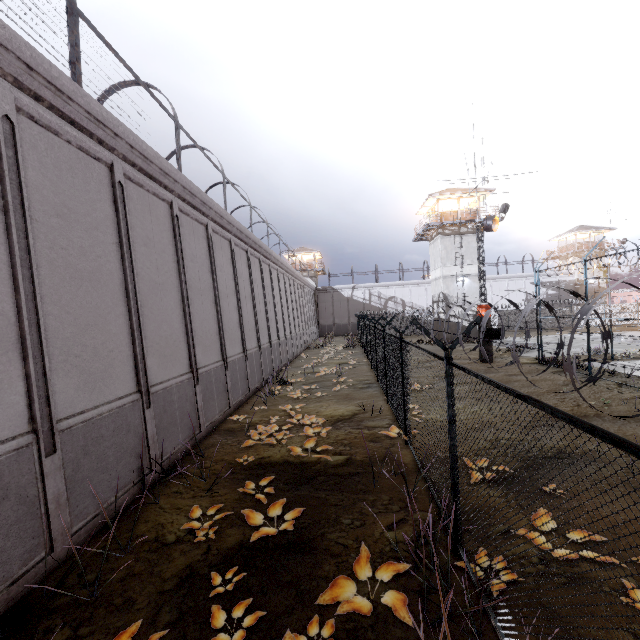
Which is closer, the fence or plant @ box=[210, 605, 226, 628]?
the fence

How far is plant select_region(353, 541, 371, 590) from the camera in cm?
424

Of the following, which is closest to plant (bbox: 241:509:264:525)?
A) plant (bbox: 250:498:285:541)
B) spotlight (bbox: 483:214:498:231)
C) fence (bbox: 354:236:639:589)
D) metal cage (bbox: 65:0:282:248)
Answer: plant (bbox: 250:498:285:541)

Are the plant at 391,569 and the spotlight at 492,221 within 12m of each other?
no

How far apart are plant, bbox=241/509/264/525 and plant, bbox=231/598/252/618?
1.36m

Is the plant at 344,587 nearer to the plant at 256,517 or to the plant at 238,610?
the plant at 238,610

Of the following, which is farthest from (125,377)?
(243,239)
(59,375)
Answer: (243,239)

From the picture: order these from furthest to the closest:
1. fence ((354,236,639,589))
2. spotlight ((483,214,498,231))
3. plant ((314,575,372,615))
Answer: spotlight ((483,214,498,231)), plant ((314,575,372,615)), fence ((354,236,639,589))
